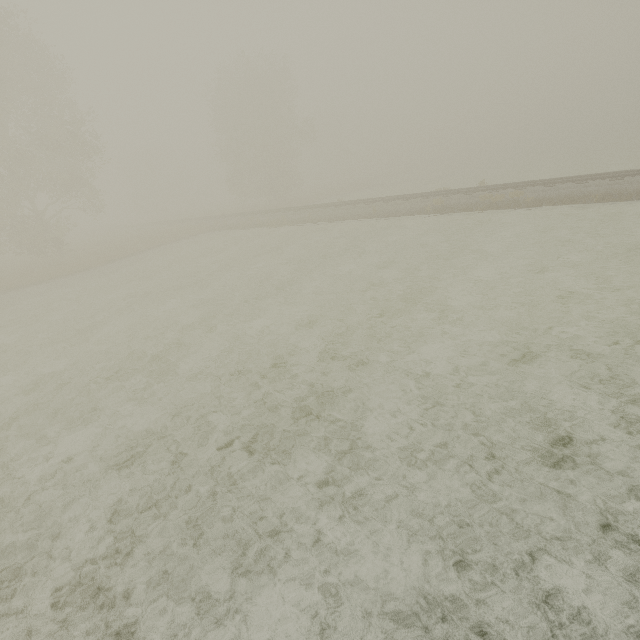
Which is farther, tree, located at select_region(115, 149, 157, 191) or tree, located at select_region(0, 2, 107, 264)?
tree, located at select_region(115, 149, 157, 191)

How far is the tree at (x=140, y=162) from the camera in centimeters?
5791cm

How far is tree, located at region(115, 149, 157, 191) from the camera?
57.9 meters

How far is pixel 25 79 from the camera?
23.67m

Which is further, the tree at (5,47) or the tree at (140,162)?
the tree at (140,162)
